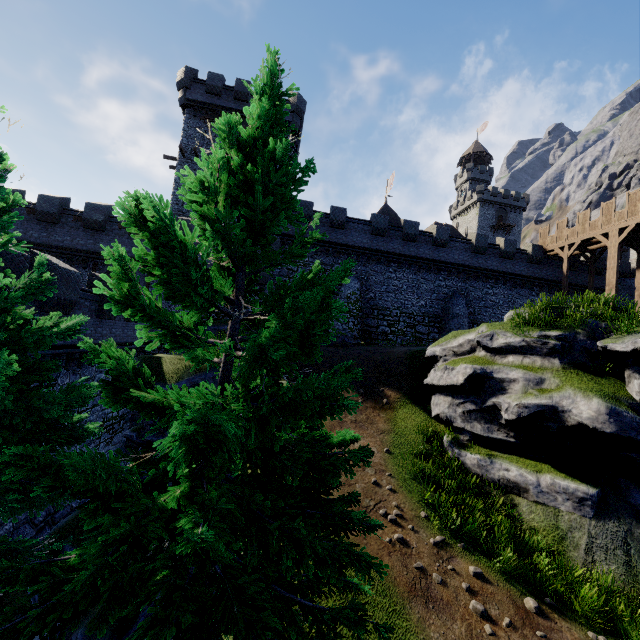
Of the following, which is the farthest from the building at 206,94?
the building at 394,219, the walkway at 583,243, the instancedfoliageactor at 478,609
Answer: the instancedfoliageactor at 478,609

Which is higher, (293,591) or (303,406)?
(303,406)

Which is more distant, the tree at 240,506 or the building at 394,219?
the building at 394,219

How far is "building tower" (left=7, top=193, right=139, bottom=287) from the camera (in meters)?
22.31

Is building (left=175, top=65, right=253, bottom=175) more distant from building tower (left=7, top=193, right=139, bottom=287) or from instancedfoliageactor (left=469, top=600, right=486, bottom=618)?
instancedfoliageactor (left=469, top=600, right=486, bottom=618)

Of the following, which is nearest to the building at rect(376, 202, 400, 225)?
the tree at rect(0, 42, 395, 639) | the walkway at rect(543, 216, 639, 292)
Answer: the walkway at rect(543, 216, 639, 292)

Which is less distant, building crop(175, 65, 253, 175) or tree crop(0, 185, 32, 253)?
tree crop(0, 185, 32, 253)
